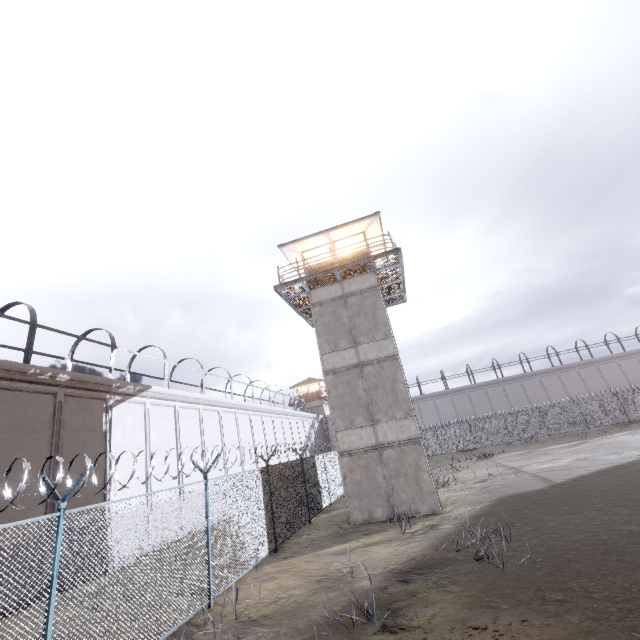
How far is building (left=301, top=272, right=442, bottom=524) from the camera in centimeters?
1426cm

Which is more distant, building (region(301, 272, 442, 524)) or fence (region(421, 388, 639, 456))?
fence (region(421, 388, 639, 456))

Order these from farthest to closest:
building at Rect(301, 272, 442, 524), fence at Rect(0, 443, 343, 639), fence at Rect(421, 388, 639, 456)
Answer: fence at Rect(421, 388, 639, 456) < building at Rect(301, 272, 442, 524) < fence at Rect(0, 443, 343, 639)

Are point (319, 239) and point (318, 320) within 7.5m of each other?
yes

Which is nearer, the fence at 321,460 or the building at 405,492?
the fence at 321,460

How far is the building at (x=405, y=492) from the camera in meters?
14.3 m

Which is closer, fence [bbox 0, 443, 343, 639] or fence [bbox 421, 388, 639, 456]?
fence [bbox 0, 443, 343, 639]
